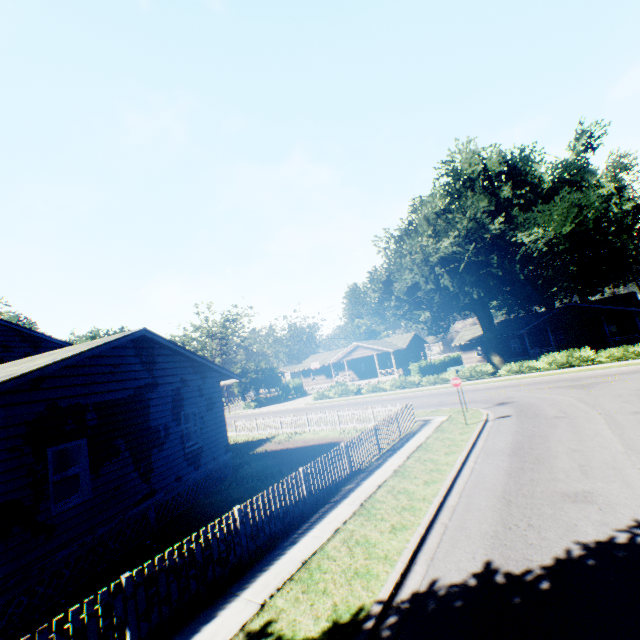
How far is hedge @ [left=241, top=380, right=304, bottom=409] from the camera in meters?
47.8

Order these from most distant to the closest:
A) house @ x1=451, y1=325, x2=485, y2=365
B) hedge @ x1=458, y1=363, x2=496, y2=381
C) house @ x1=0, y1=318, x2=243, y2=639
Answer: house @ x1=451, y1=325, x2=485, y2=365
hedge @ x1=458, y1=363, x2=496, y2=381
house @ x1=0, y1=318, x2=243, y2=639

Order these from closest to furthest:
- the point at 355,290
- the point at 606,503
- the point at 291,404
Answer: the point at 606,503, the point at 355,290, the point at 291,404

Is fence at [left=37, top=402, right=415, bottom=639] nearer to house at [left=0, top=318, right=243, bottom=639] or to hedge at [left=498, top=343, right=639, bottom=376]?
house at [left=0, top=318, right=243, bottom=639]

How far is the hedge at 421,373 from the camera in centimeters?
3297cm

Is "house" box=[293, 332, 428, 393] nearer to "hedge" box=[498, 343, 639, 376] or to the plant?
the plant

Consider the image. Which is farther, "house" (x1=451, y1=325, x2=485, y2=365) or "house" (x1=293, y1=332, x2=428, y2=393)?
"house" (x1=451, y1=325, x2=485, y2=365)

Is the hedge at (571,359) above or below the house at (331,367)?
below
